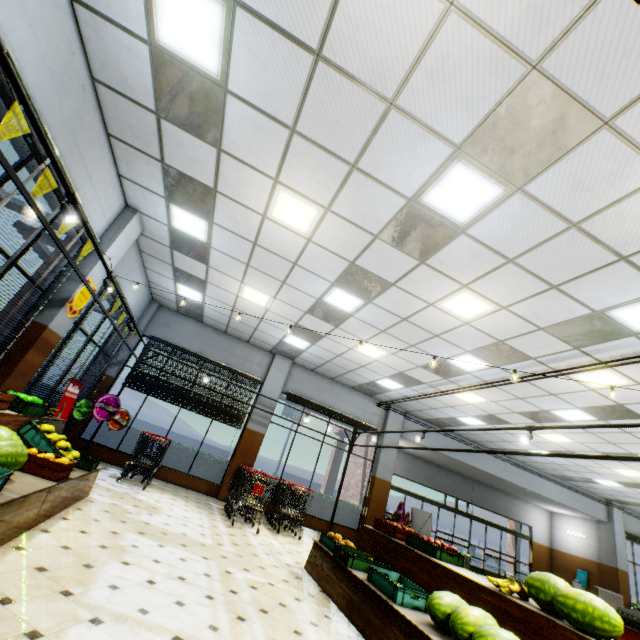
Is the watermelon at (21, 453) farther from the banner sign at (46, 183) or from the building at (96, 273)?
the banner sign at (46, 183)

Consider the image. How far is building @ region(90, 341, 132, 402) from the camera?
9.62m

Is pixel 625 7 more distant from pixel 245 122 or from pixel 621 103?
pixel 245 122

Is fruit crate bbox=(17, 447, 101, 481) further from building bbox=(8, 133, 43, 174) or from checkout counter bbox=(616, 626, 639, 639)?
checkout counter bbox=(616, 626, 639, 639)

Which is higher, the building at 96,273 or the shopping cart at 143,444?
the building at 96,273

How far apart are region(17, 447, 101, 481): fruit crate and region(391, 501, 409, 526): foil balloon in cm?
986

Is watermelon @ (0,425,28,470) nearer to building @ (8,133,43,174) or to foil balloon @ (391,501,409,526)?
building @ (8,133,43,174)

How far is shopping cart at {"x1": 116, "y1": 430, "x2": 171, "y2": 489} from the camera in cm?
768
